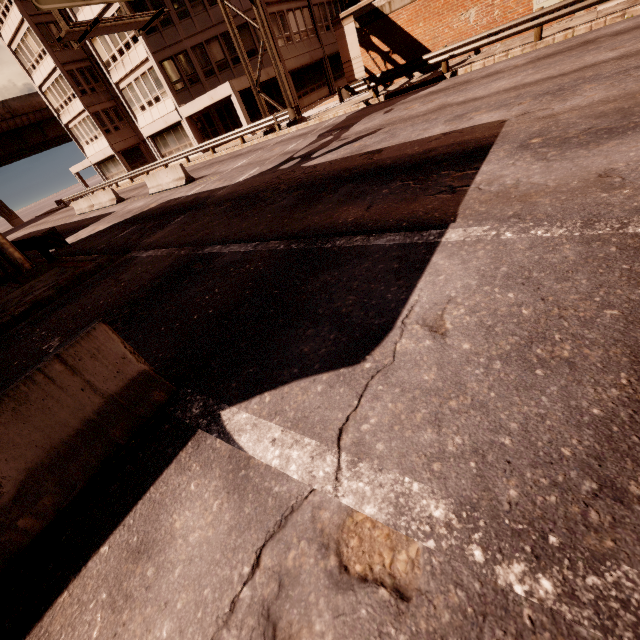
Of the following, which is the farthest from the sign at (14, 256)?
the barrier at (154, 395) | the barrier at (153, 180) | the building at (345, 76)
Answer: the building at (345, 76)

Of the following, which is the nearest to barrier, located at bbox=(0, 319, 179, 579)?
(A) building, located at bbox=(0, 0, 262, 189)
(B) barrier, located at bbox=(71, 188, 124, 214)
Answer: (B) barrier, located at bbox=(71, 188, 124, 214)

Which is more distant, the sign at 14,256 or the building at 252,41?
the building at 252,41

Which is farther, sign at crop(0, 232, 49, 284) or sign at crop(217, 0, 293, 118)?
sign at crop(217, 0, 293, 118)

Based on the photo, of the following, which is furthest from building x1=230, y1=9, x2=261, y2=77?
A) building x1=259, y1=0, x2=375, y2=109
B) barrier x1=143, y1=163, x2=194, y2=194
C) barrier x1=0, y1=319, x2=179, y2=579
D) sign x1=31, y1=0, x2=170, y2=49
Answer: barrier x1=0, y1=319, x2=179, y2=579

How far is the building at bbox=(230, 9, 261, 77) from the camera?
25.41m

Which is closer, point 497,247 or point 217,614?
point 217,614

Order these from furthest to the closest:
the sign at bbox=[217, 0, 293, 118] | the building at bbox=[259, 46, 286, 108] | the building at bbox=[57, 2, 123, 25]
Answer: the building at bbox=[259, 46, 286, 108] → the building at bbox=[57, 2, 123, 25] → the sign at bbox=[217, 0, 293, 118]
